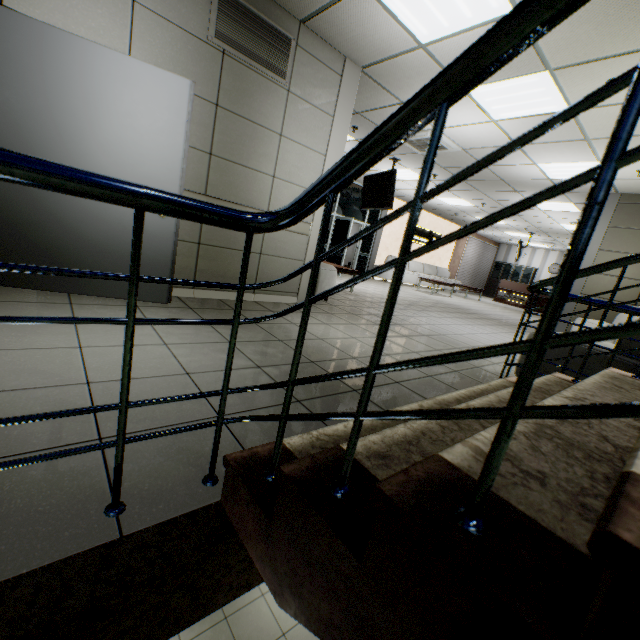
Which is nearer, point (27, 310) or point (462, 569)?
point (462, 569)

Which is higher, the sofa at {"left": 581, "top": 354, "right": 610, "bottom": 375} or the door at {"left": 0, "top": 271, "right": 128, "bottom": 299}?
the sofa at {"left": 581, "top": 354, "right": 610, "bottom": 375}

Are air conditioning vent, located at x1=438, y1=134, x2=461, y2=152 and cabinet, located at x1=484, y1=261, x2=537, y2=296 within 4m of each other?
no

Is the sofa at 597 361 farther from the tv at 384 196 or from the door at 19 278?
the tv at 384 196

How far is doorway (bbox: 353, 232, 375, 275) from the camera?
12.5 meters

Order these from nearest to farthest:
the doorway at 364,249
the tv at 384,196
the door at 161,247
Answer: the door at 161,247, the tv at 384,196, the doorway at 364,249

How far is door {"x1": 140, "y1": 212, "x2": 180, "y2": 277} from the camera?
2.99m

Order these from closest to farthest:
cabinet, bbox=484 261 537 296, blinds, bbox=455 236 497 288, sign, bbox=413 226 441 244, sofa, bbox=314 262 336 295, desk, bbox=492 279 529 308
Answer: sofa, bbox=314 262 336 295
sign, bbox=413 226 441 244
desk, bbox=492 279 529 308
blinds, bbox=455 236 497 288
cabinet, bbox=484 261 537 296
